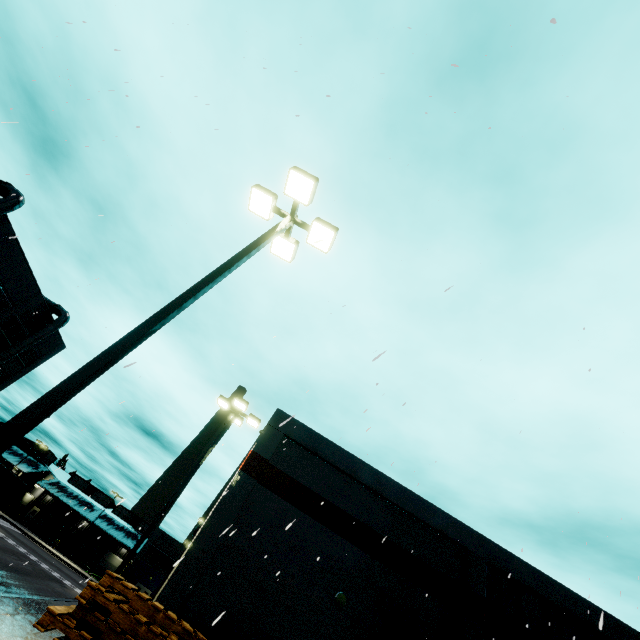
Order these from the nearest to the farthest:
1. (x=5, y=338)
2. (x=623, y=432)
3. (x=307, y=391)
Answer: (x=307, y=391) → (x=623, y=432) → (x=5, y=338)

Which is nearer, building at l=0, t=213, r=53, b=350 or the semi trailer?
building at l=0, t=213, r=53, b=350

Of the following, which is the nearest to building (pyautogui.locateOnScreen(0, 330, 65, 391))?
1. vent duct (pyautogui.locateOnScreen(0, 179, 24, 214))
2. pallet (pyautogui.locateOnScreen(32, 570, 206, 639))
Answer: vent duct (pyautogui.locateOnScreen(0, 179, 24, 214))

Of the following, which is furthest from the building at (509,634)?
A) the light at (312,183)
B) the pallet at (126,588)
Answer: the light at (312,183)

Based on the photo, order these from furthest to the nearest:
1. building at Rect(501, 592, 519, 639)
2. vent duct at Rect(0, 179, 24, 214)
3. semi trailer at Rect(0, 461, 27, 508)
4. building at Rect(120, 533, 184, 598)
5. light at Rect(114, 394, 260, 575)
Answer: building at Rect(120, 533, 184, 598), semi trailer at Rect(0, 461, 27, 508), vent duct at Rect(0, 179, 24, 214), building at Rect(501, 592, 519, 639), light at Rect(114, 394, 260, 575)

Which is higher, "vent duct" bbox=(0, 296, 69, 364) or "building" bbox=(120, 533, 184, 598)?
"vent duct" bbox=(0, 296, 69, 364)

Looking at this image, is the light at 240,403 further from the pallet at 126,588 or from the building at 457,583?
the pallet at 126,588

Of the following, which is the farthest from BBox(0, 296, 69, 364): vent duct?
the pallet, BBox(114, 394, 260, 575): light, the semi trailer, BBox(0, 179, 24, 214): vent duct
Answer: the pallet
